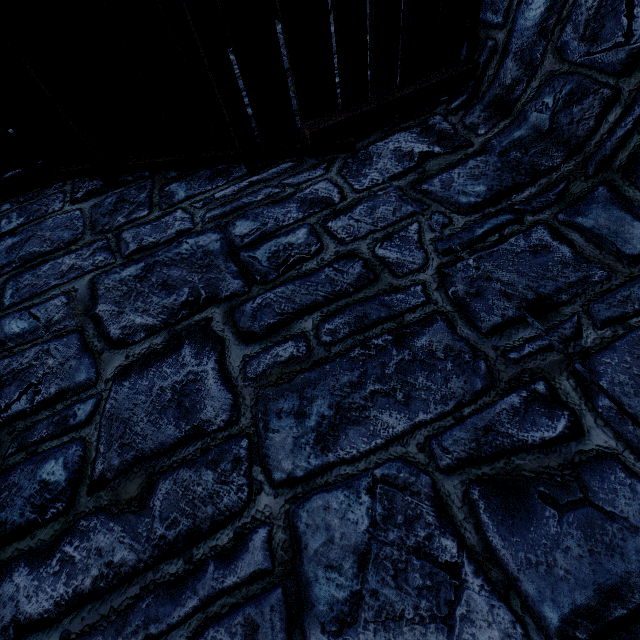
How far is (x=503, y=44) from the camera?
2.48m
